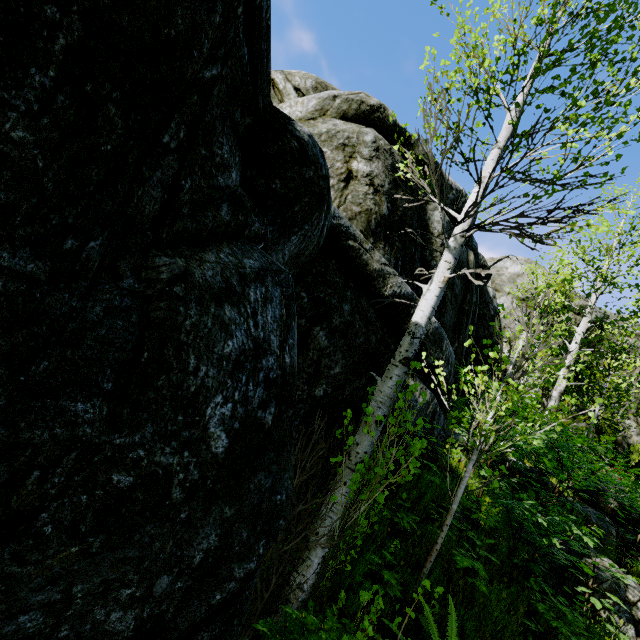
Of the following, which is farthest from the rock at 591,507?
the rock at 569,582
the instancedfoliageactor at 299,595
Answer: the rock at 569,582

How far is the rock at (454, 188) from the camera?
9.4m

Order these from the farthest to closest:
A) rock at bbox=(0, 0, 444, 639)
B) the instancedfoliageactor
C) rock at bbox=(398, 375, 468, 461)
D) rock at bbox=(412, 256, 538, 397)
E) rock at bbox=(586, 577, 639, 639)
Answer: rock at bbox=(412, 256, 538, 397), rock at bbox=(398, 375, 468, 461), rock at bbox=(586, 577, 639, 639), the instancedfoliageactor, rock at bbox=(0, 0, 444, 639)

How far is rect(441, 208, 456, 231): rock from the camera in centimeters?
840cm

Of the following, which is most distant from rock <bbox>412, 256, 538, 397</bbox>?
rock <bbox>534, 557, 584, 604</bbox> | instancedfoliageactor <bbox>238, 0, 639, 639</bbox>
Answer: rock <bbox>534, 557, 584, 604</bbox>

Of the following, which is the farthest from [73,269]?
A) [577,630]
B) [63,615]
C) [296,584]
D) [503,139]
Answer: [577,630]

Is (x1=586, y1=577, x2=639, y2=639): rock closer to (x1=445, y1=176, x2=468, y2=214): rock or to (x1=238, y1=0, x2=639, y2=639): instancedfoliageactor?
(x1=238, y1=0, x2=639, y2=639): instancedfoliageactor
